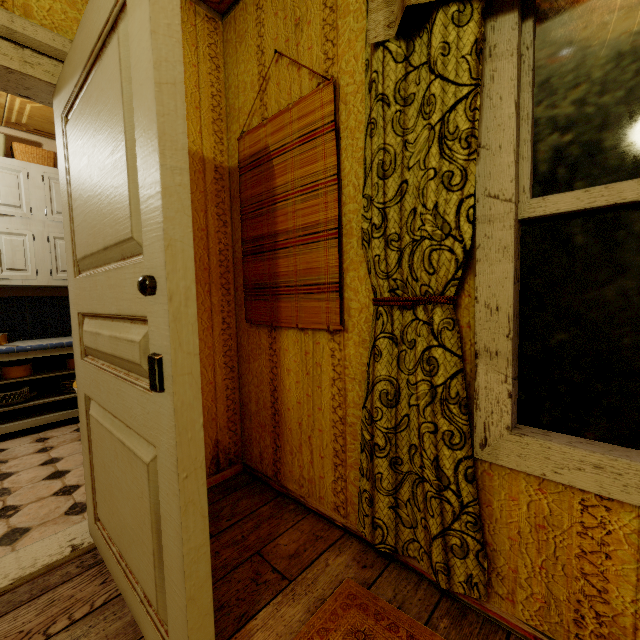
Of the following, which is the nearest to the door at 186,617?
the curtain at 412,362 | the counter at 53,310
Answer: the curtain at 412,362

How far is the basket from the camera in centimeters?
296cm

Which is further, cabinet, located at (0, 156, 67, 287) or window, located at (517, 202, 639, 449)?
cabinet, located at (0, 156, 67, 287)

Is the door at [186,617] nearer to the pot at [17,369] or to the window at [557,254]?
the window at [557,254]

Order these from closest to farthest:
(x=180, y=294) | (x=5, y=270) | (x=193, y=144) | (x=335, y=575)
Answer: (x=180, y=294) < (x=335, y=575) < (x=193, y=144) < (x=5, y=270)

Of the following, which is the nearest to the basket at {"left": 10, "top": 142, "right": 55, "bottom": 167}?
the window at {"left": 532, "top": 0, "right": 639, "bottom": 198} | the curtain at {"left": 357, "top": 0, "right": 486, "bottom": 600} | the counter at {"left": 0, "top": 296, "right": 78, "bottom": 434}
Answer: the counter at {"left": 0, "top": 296, "right": 78, "bottom": 434}

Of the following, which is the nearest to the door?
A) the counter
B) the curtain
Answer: the curtain

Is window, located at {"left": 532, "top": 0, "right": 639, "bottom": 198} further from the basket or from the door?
the basket
